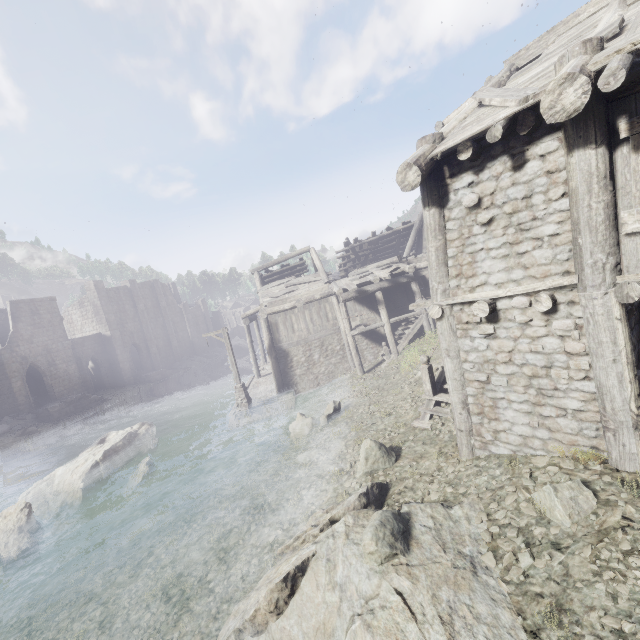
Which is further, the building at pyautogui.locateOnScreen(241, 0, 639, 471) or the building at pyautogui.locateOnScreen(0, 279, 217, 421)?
the building at pyautogui.locateOnScreen(0, 279, 217, 421)

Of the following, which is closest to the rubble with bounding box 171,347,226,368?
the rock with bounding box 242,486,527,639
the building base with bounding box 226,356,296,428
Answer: the building base with bounding box 226,356,296,428

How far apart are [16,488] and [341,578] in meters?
21.4 m

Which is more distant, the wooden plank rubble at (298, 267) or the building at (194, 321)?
the building at (194, 321)

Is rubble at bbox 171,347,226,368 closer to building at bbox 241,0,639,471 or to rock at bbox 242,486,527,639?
building at bbox 241,0,639,471

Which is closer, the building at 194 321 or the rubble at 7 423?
the rubble at 7 423

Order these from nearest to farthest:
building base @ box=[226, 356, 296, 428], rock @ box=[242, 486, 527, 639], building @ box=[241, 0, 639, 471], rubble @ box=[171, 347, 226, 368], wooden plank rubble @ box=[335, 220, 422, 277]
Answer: rock @ box=[242, 486, 527, 639], building @ box=[241, 0, 639, 471], building base @ box=[226, 356, 296, 428], wooden plank rubble @ box=[335, 220, 422, 277], rubble @ box=[171, 347, 226, 368]

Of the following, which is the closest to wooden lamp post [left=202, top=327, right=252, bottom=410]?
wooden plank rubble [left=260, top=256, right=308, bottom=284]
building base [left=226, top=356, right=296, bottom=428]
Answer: building base [left=226, top=356, right=296, bottom=428]
